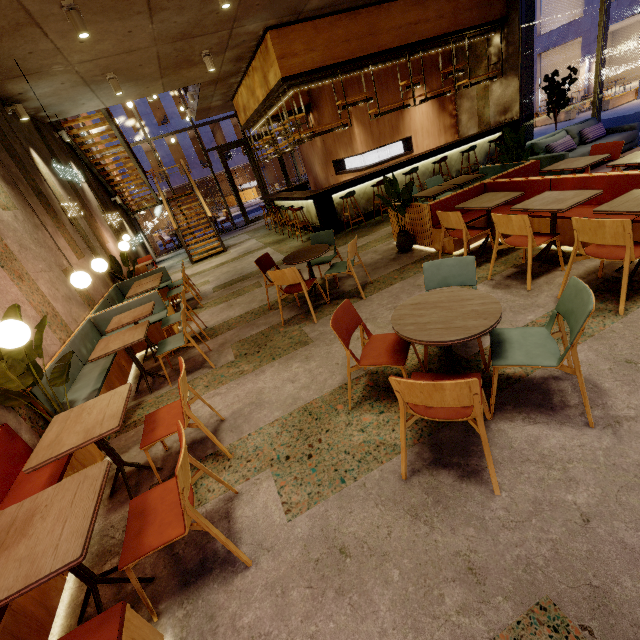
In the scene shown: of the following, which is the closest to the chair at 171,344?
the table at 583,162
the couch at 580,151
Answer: the table at 583,162

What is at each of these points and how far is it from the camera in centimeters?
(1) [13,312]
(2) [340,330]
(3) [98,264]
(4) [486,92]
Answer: (1) tree, 269cm
(2) chair, 261cm
(3) lamp, 436cm
(4) building, 998cm

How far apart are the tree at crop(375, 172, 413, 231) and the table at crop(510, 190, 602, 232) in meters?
1.8

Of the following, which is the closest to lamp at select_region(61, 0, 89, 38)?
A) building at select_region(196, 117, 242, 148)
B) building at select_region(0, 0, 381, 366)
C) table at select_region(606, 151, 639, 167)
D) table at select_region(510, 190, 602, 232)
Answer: building at select_region(0, 0, 381, 366)

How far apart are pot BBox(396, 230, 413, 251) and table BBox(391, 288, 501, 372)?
3.4 meters

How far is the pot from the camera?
5.81m

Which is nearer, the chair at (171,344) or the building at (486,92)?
the chair at (171,344)

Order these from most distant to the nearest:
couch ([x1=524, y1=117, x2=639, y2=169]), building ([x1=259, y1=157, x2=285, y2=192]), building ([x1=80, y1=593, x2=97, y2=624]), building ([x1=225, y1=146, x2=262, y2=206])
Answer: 1. building ([x1=259, y1=157, x2=285, y2=192])
2. building ([x1=225, y1=146, x2=262, y2=206])
3. couch ([x1=524, y1=117, x2=639, y2=169])
4. building ([x1=80, y1=593, x2=97, y2=624])
